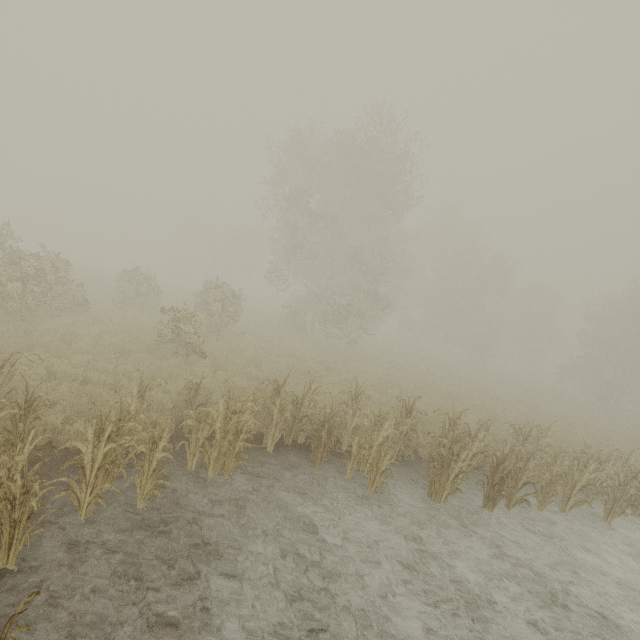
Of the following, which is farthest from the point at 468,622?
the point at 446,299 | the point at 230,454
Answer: the point at 446,299
